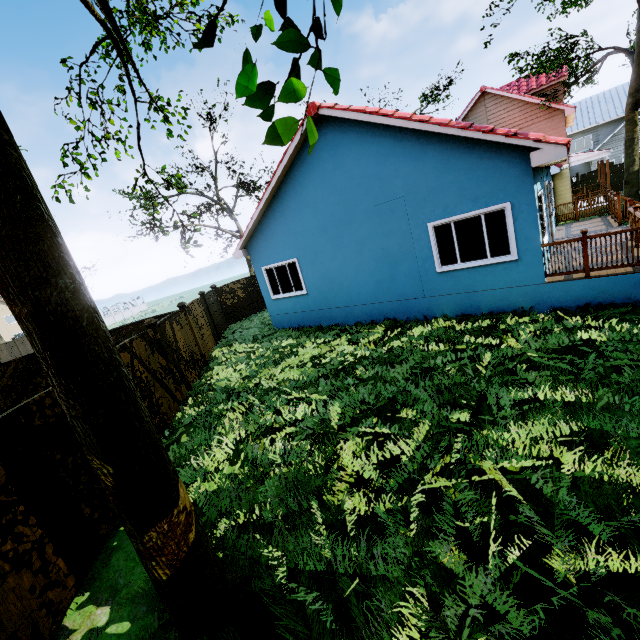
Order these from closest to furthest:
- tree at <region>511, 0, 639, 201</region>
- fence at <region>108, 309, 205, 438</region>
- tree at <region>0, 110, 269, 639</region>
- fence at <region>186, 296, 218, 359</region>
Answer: tree at <region>0, 110, 269, 639</region>, fence at <region>108, 309, 205, 438</region>, fence at <region>186, 296, 218, 359</region>, tree at <region>511, 0, 639, 201</region>

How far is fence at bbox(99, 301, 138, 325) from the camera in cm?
4869

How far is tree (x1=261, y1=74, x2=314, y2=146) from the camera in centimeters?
116cm

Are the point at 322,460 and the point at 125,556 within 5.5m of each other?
yes

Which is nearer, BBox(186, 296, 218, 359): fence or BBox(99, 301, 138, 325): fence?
BBox(186, 296, 218, 359): fence

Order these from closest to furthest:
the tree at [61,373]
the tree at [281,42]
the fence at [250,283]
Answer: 1. the tree at [281,42]
2. the tree at [61,373]
3. the fence at [250,283]

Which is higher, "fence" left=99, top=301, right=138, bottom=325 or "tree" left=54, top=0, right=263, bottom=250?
"tree" left=54, top=0, right=263, bottom=250

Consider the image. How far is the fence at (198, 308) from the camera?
12.3m
